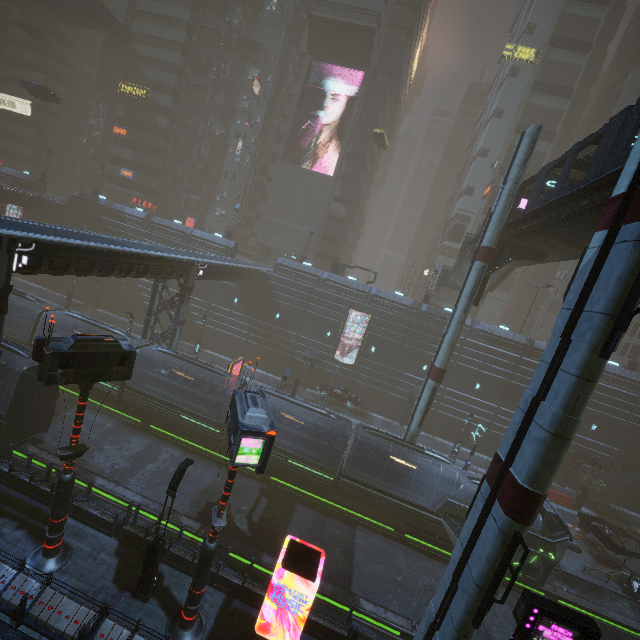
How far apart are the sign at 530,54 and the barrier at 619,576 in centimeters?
6214cm

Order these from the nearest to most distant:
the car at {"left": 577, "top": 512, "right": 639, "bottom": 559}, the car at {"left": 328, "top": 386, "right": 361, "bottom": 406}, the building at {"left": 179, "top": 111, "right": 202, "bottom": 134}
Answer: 1. the car at {"left": 577, "top": 512, "right": 639, "bottom": 559}
2. the car at {"left": 328, "top": 386, "right": 361, "bottom": 406}
3. the building at {"left": 179, "top": 111, "right": 202, "bottom": 134}

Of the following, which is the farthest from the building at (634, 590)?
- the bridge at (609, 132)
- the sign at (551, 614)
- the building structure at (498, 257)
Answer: the building structure at (498, 257)

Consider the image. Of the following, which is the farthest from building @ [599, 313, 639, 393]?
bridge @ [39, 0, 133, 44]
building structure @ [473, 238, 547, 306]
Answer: building structure @ [473, 238, 547, 306]

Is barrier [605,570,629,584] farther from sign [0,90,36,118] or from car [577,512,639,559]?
sign [0,90,36,118]

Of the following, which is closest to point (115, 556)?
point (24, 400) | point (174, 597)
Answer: point (174, 597)

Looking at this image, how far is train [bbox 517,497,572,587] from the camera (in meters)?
19.06

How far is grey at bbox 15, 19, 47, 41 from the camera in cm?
4662
